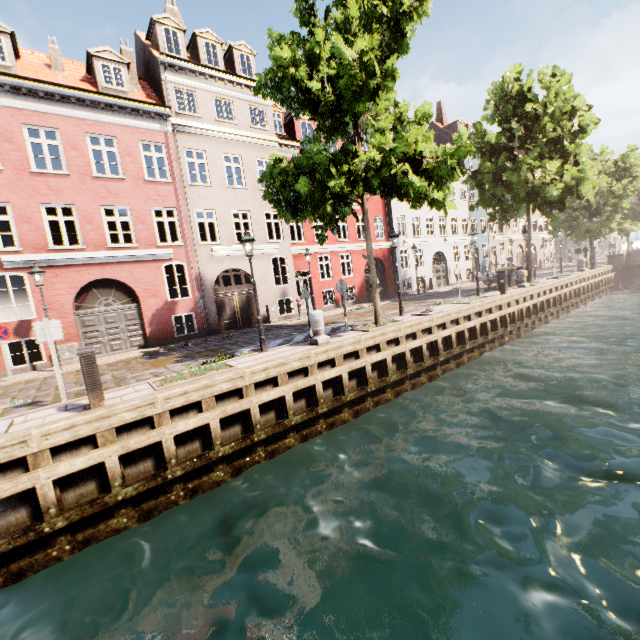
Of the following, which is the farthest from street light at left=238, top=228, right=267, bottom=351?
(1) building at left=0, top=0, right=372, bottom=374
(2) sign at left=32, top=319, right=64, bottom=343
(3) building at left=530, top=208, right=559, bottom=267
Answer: (1) building at left=0, top=0, right=372, bottom=374

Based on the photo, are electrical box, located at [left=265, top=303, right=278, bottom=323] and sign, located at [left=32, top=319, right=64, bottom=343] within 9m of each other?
no

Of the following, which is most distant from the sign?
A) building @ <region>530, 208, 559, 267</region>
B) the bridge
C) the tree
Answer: the bridge

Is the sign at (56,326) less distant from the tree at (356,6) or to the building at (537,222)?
the tree at (356,6)

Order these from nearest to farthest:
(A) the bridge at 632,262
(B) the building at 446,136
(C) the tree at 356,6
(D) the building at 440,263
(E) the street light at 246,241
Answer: (C) the tree at 356,6 → (E) the street light at 246,241 → (D) the building at 440,263 → (A) the bridge at 632,262 → (B) the building at 446,136

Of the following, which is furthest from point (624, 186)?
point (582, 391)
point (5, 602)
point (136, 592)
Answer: point (5, 602)

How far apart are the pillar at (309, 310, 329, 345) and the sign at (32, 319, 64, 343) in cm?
631

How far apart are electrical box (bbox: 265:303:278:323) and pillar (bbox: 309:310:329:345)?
8.09m
